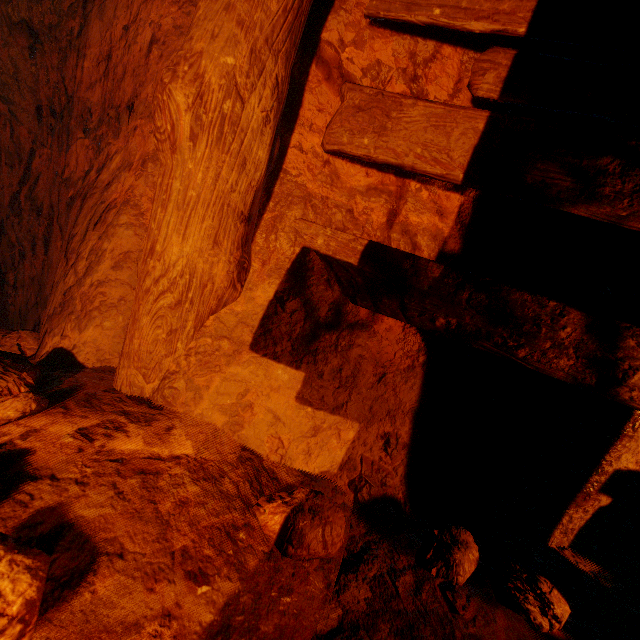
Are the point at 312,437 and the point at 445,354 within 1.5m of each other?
yes

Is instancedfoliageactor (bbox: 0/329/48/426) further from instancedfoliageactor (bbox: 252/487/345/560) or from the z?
instancedfoliageactor (bbox: 252/487/345/560)

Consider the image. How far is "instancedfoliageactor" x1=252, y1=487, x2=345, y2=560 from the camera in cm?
88

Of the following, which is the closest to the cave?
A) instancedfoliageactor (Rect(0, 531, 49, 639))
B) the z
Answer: the z

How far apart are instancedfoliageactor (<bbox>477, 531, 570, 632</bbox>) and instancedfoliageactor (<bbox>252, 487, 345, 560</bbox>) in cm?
42

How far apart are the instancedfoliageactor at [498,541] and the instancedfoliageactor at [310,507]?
0.42m

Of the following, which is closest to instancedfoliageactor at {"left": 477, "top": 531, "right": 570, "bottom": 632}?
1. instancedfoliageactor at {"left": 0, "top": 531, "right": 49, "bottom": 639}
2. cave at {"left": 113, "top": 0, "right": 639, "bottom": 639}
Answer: cave at {"left": 113, "top": 0, "right": 639, "bottom": 639}
